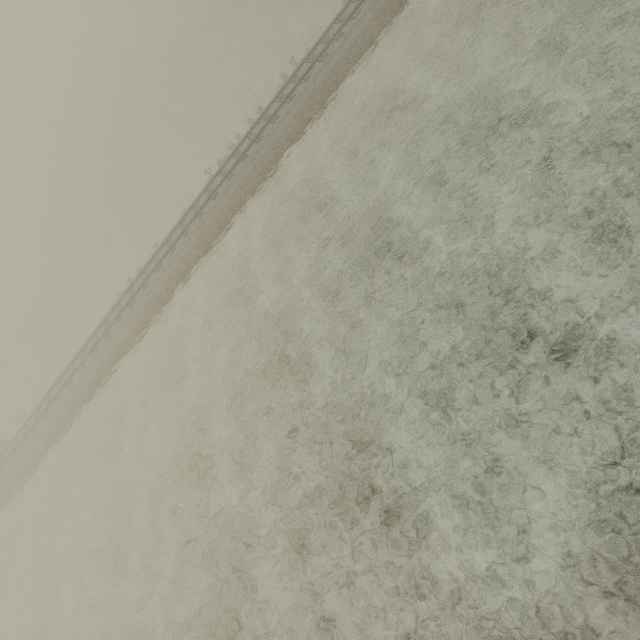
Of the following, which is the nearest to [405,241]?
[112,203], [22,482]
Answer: [22,482]
